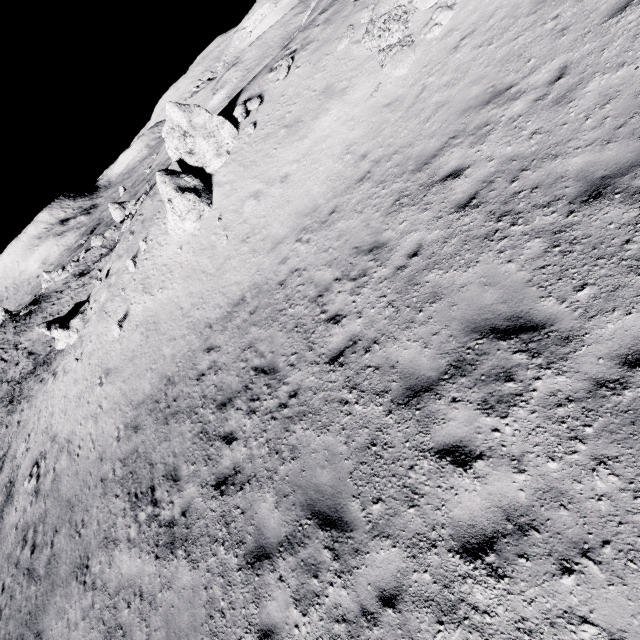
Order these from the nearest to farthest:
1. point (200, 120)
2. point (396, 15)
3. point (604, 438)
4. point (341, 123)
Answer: point (604, 438) → point (396, 15) → point (341, 123) → point (200, 120)

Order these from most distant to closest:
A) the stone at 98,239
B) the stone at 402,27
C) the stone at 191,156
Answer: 1. the stone at 98,239
2. the stone at 191,156
3. the stone at 402,27

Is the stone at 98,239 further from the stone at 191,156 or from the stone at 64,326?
the stone at 191,156

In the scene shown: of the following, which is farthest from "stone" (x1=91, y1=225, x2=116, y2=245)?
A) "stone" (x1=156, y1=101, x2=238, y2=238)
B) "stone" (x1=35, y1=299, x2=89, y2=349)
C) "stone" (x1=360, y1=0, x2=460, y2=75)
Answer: "stone" (x1=360, y1=0, x2=460, y2=75)

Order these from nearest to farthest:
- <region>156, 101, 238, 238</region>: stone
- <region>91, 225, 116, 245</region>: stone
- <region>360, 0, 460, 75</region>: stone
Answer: <region>360, 0, 460, 75</region>: stone → <region>156, 101, 238, 238</region>: stone → <region>91, 225, 116, 245</region>: stone

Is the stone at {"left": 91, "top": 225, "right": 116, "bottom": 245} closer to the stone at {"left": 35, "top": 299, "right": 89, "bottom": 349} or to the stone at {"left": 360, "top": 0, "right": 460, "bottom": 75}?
the stone at {"left": 35, "top": 299, "right": 89, "bottom": 349}

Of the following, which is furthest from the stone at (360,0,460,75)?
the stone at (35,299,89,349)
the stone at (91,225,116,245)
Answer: the stone at (91,225,116,245)
